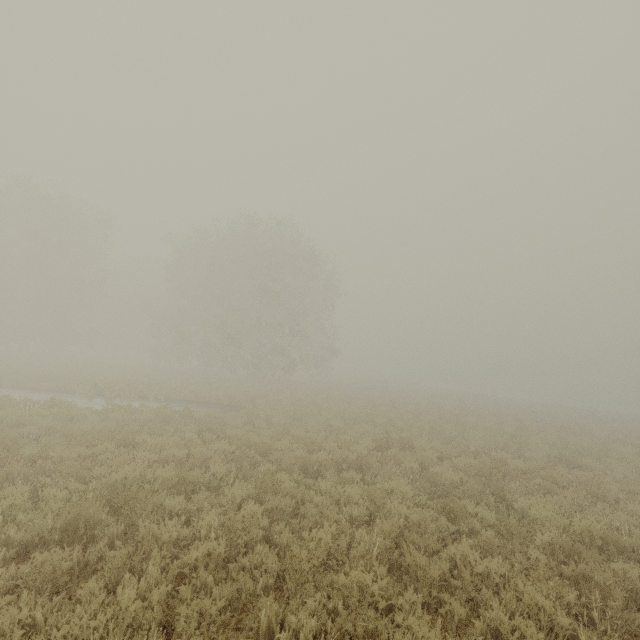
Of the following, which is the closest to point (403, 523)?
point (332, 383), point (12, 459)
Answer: point (12, 459)
